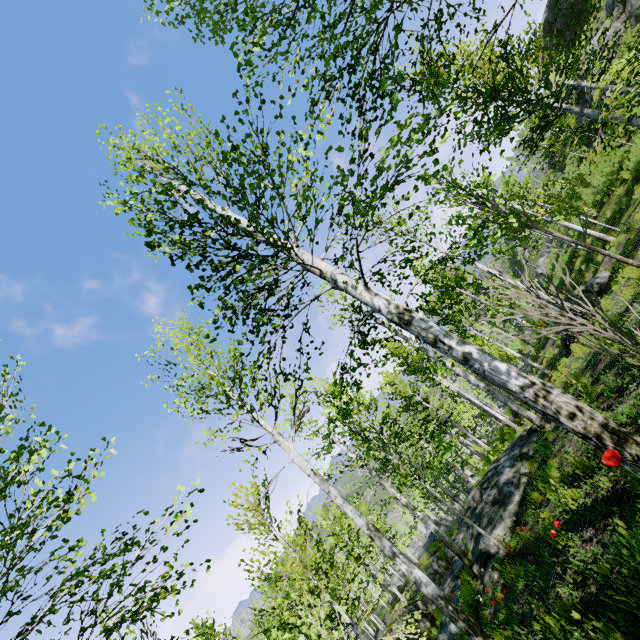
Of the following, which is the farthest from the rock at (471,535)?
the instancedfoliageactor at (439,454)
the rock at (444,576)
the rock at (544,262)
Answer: the rock at (544,262)

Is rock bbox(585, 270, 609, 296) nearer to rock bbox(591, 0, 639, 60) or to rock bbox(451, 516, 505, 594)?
rock bbox(451, 516, 505, 594)

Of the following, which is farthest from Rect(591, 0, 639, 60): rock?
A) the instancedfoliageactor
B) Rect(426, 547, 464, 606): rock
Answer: Rect(426, 547, 464, 606): rock

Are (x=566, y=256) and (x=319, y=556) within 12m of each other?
no

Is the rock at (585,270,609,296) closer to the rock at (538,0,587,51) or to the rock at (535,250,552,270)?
the rock at (538,0,587,51)

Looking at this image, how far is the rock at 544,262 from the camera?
36.3m

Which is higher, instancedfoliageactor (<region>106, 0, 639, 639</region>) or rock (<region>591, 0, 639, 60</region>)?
rock (<region>591, 0, 639, 60</region>)

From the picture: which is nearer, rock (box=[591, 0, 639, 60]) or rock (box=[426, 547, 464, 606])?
rock (box=[426, 547, 464, 606])
